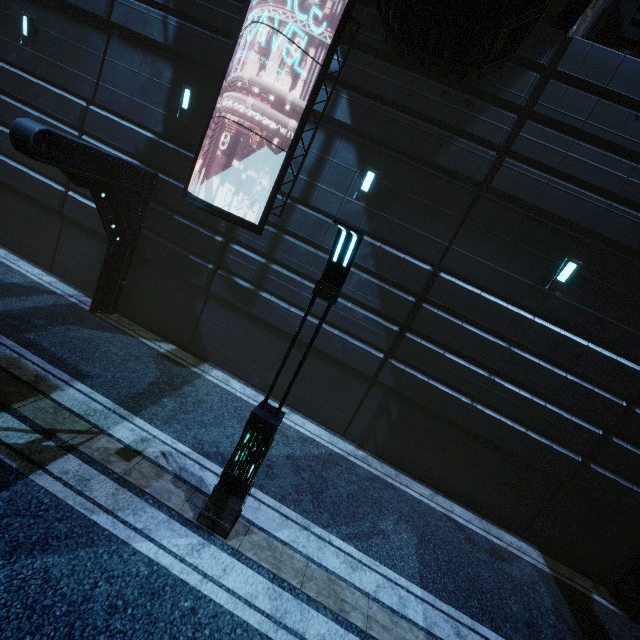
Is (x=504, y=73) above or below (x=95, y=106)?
above

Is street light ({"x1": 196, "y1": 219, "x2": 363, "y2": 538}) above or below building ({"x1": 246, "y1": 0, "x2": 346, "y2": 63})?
below

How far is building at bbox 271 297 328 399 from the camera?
9.6 meters

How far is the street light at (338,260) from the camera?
4.40m

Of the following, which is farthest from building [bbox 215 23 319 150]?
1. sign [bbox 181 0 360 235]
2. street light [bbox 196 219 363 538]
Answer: street light [bbox 196 219 363 538]

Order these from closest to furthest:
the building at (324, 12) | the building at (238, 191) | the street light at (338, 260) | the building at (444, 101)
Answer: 1. the street light at (338, 260)
2. the building at (444, 101)
3. the building at (324, 12)
4. the building at (238, 191)
